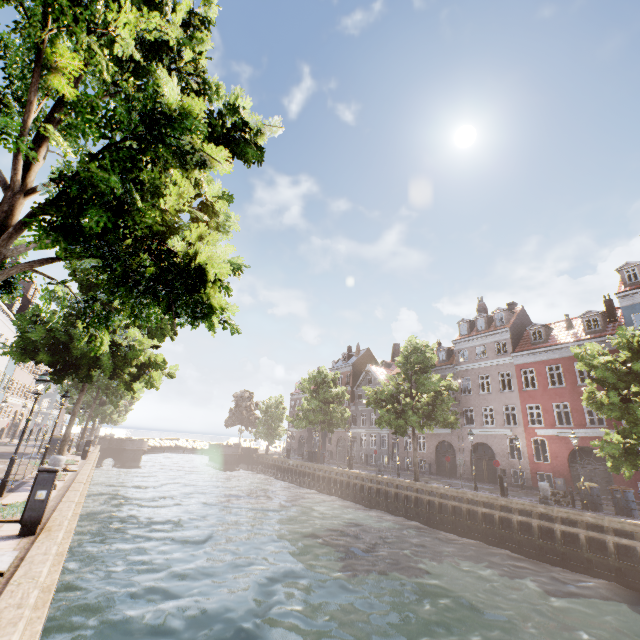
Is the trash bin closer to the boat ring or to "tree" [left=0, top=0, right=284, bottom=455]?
"tree" [left=0, top=0, right=284, bottom=455]

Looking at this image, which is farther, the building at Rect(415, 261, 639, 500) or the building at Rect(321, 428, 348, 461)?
the building at Rect(321, 428, 348, 461)

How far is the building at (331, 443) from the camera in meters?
46.2 m

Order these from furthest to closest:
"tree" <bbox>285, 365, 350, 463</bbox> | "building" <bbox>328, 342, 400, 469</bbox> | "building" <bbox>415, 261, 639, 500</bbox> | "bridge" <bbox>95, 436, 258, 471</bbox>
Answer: "building" <bbox>328, 342, 400, 469</bbox> < "bridge" <bbox>95, 436, 258, 471</bbox> < "tree" <bbox>285, 365, 350, 463</bbox> < "building" <bbox>415, 261, 639, 500</bbox>

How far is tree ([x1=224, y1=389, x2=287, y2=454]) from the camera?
46.7 meters

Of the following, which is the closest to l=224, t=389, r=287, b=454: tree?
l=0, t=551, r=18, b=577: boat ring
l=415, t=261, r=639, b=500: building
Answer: l=0, t=551, r=18, b=577: boat ring

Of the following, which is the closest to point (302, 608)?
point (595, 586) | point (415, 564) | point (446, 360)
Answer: point (415, 564)

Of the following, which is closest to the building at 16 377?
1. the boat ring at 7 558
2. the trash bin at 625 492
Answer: the trash bin at 625 492
